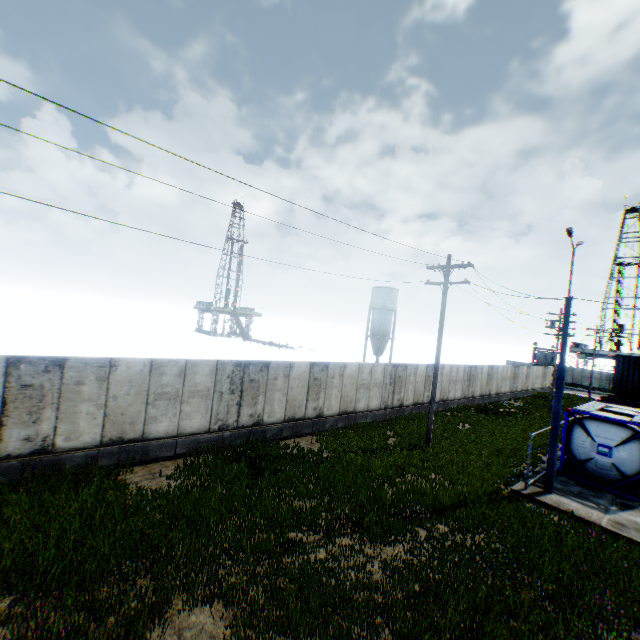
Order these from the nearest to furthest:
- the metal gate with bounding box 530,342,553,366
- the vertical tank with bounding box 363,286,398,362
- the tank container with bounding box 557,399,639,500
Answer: the tank container with bounding box 557,399,639,500, the vertical tank with bounding box 363,286,398,362, the metal gate with bounding box 530,342,553,366

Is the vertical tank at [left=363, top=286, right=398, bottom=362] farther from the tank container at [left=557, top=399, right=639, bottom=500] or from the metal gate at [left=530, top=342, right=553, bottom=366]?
the tank container at [left=557, top=399, right=639, bottom=500]

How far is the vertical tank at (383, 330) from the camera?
48.4m

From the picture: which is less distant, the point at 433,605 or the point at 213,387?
the point at 433,605

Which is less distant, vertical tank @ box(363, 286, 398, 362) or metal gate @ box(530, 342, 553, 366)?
vertical tank @ box(363, 286, 398, 362)

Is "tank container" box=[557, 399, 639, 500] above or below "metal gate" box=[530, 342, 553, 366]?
below

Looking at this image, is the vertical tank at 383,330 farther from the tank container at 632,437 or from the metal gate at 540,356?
the tank container at 632,437
